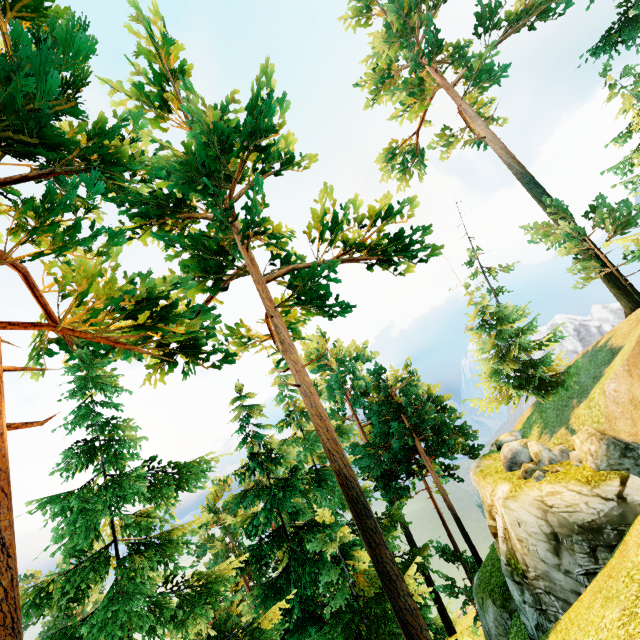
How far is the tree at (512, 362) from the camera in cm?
2052

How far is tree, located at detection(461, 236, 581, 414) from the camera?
20.5 meters

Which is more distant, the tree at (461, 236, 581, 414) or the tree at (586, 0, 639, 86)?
the tree at (461, 236, 581, 414)

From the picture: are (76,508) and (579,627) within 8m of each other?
no

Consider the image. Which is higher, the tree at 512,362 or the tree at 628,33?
the tree at 628,33

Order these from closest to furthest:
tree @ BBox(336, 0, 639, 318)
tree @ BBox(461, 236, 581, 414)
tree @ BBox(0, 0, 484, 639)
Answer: tree @ BBox(0, 0, 484, 639) < tree @ BBox(336, 0, 639, 318) < tree @ BBox(461, 236, 581, 414)
